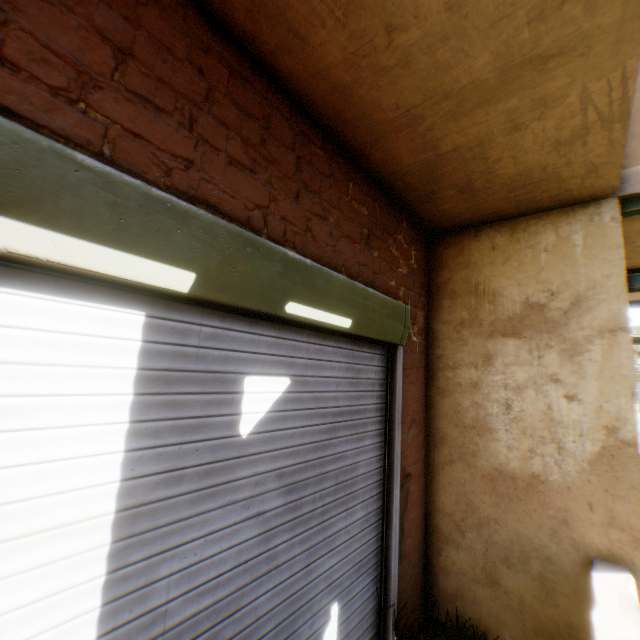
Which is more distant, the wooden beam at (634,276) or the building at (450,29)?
the wooden beam at (634,276)

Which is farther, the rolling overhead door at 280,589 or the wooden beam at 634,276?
the wooden beam at 634,276

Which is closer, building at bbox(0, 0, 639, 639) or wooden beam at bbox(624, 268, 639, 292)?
building at bbox(0, 0, 639, 639)

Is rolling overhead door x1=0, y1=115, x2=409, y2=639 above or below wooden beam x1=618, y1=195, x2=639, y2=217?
below

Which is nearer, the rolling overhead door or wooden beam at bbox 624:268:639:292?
the rolling overhead door

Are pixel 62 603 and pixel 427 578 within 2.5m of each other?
no
